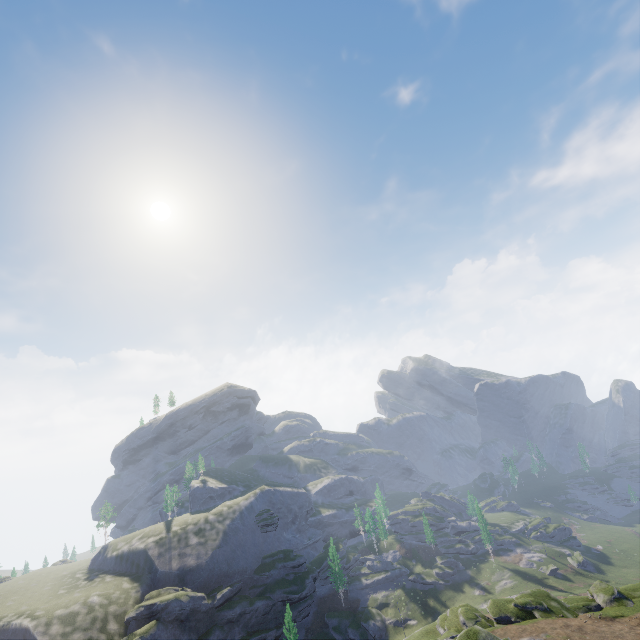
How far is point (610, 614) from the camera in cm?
4281
